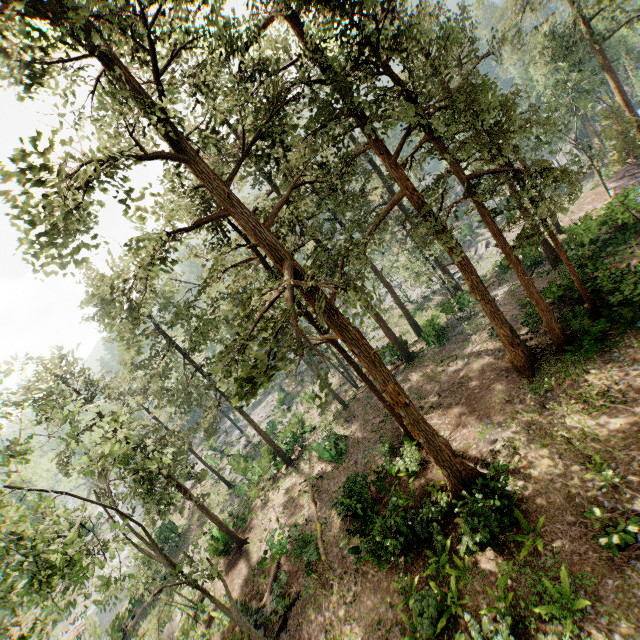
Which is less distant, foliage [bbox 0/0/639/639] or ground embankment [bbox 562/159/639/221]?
foliage [bbox 0/0/639/639]

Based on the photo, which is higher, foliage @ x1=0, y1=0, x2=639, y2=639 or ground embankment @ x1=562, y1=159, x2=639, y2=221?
foliage @ x1=0, y1=0, x2=639, y2=639

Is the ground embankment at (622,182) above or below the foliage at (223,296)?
below

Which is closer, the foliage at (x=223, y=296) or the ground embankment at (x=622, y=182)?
the foliage at (x=223, y=296)

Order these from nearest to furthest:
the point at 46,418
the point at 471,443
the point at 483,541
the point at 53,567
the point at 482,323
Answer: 1. the point at 53,567
2. the point at 483,541
3. the point at 471,443
4. the point at 46,418
5. the point at 482,323
